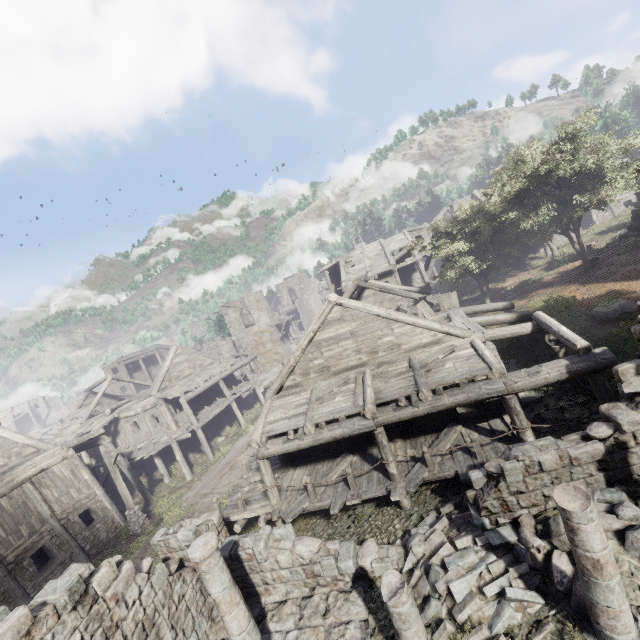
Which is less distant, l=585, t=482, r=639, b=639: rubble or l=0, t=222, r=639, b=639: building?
l=585, t=482, r=639, b=639: rubble

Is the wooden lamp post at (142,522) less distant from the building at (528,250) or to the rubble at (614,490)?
the building at (528,250)

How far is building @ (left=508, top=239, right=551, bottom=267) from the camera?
30.34m

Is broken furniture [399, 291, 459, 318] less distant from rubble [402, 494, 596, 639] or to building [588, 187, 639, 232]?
building [588, 187, 639, 232]

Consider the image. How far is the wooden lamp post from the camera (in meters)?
17.30

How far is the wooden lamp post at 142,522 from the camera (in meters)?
17.30

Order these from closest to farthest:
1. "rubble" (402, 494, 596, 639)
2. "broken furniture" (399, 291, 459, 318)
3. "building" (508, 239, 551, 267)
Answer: "rubble" (402, 494, 596, 639)
"broken furniture" (399, 291, 459, 318)
"building" (508, 239, 551, 267)

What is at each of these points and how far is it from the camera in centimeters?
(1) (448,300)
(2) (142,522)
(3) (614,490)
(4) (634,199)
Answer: (1) broken furniture, 1716cm
(2) wooden lamp post, 1767cm
(3) rubble, 734cm
(4) building, 3045cm
